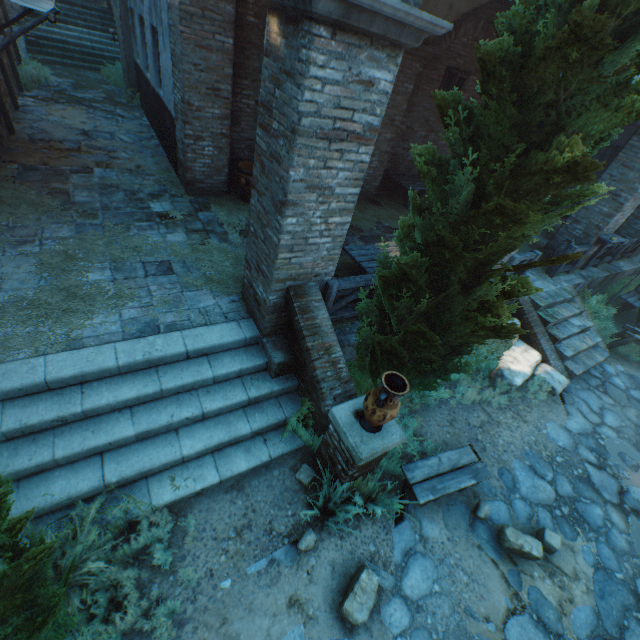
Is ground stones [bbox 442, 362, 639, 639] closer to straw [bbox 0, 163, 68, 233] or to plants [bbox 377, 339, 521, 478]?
plants [bbox 377, 339, 521, 478]

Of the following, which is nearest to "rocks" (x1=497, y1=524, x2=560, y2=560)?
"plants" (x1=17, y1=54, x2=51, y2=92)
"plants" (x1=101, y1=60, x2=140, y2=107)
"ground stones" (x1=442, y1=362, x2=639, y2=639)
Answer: "ground stones" (x1=442, y1=362, x2=639, y2=639)

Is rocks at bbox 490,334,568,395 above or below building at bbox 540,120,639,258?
below

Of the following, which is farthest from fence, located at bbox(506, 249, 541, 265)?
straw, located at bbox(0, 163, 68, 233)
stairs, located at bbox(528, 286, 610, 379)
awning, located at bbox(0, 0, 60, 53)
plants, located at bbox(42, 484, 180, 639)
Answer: awning, located at bbox(0, 0, 60, 53)

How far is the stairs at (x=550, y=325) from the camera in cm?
783

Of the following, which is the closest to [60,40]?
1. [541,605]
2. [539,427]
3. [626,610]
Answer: [539,427]

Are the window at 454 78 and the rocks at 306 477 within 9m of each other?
no

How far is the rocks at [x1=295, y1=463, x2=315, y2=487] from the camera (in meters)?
4.35
